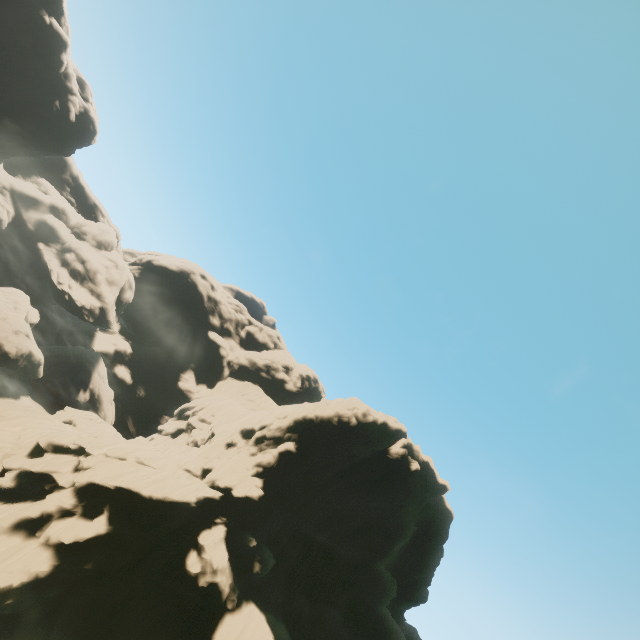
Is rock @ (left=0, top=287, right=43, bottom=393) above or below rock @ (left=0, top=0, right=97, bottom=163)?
below

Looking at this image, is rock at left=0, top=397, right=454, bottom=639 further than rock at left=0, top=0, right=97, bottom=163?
No

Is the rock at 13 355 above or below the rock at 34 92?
below

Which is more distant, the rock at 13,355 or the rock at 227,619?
the rock at 13,355

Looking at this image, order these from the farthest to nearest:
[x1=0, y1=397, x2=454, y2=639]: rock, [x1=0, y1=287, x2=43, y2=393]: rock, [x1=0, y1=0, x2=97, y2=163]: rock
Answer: [x1=0, y1=287, x2=43, y2=393]: rock, [x1=0, y1=0, x2=97, y2=163]: rock, [x1=0, y1=397, x2=454, y2=639]: rock

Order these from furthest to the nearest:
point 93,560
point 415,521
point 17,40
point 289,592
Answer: point 17,40 → point 415,521 → point 289,592 → point 93,560
